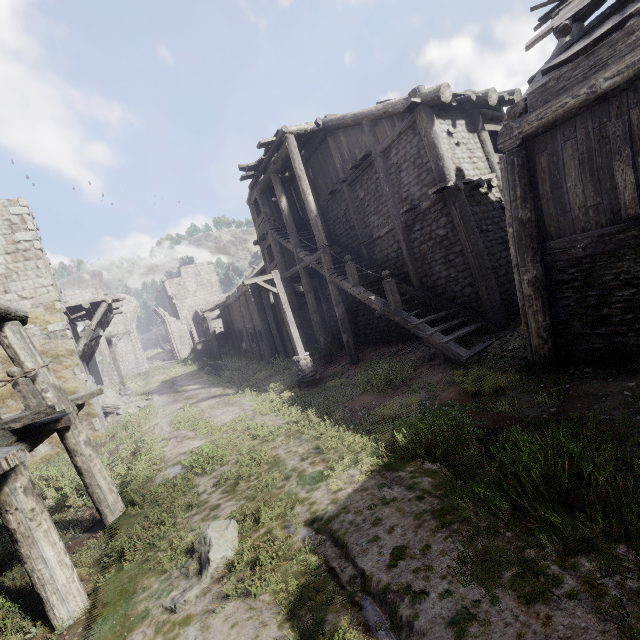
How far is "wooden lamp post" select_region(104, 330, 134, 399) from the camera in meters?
21.0

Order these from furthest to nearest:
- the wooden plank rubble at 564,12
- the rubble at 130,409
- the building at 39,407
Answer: the rubble at 130,409 < the wooden plank rubble at 564,12 < the building at 39,407

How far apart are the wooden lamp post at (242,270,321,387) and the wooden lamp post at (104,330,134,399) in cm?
1315

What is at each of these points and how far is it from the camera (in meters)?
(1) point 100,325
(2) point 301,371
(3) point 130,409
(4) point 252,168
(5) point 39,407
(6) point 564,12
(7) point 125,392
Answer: (1) wooden plank rubble, 16.66
(2) wooden lamp post, 12.77
(3) rubble, 18.22
(4) building, 16.03
(5) building, 5.43
(6) wooden plank rubble, 6.50
(7) wooden lamp post, 21.03

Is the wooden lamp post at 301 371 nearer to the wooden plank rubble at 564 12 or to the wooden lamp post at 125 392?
the wooden plank rubble at 564 12

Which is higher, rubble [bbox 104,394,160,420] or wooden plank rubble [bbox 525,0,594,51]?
wooden plank rubble [bbox 525,0,594,51]

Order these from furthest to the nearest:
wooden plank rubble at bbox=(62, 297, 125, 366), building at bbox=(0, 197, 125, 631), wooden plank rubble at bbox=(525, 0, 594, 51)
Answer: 1. wooden plank rubble at bbox=(62, 297, 125, 366)
2. wooden plank rubble at bbox=(525, 0, 594, 51)
3. building at bbox=(0, 197, 125, 631)

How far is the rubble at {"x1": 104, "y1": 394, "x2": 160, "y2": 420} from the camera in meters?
17.8 m
